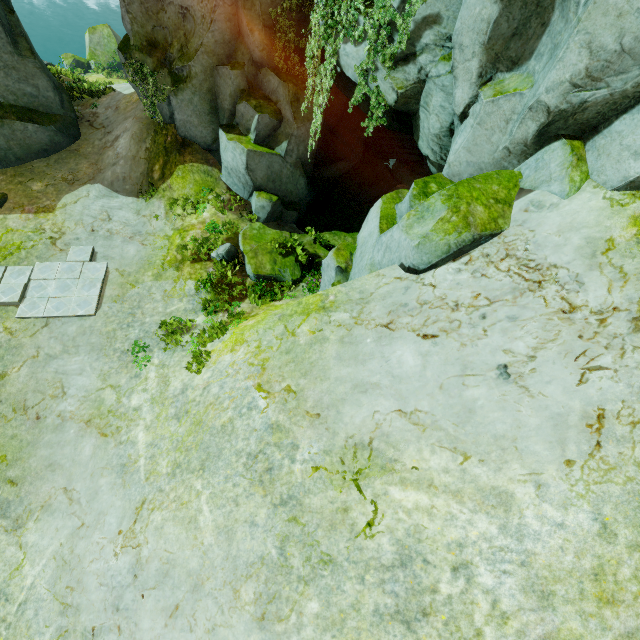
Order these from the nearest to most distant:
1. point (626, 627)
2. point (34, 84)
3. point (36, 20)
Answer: point (626, 627), point (34, 84), point (36, 20)

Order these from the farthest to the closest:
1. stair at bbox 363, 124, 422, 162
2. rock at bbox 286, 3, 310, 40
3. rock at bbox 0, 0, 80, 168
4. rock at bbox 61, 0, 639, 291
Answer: stair at bbox 363, 124, 422, 162
rock at bbox 0, 0, 80, 168
rock at bbox 286, 3, 310, 40
rock at bbox 61, 0, 639, 291

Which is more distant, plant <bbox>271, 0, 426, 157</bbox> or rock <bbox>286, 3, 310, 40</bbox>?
rock <bbox>286, 3, 310, 40</bbox>

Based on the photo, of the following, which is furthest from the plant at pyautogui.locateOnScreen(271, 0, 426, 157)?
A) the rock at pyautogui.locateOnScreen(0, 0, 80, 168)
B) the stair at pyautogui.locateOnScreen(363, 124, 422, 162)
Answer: the stair at pyautogui.locateOnScreen(363, 124, 422, 162)

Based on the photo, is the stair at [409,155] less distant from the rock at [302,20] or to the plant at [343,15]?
the rock at [302,20]

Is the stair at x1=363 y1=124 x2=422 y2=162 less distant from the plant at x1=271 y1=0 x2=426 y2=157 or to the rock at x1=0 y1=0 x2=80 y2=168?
the rock at x1=0 y1=0 x2=80 y2=168

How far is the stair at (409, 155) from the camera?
18.9 meters

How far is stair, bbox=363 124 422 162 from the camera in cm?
1892
